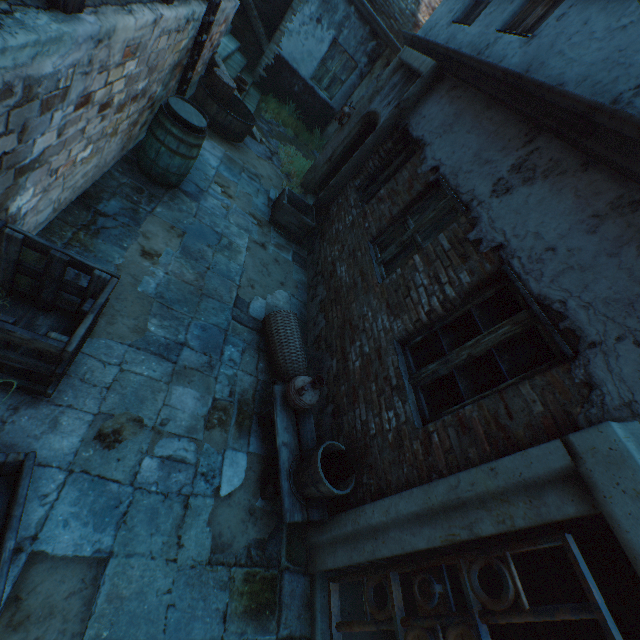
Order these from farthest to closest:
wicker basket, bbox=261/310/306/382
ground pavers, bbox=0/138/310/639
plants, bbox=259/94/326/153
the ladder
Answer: plants, bbox=259/94/326/153
the ladder
wicker basket, bbox=261/310/306/382
ground pavers, bbox=0/138/310/639

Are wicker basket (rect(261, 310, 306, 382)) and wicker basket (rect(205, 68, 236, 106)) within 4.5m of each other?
no

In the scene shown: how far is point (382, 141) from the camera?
6.09m

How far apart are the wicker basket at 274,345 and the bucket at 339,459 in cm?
103

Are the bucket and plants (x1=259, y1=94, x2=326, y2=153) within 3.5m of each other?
no

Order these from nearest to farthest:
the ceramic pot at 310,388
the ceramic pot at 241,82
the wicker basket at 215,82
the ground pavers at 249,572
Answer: the ground pavers at 249,572, the ceramic pot at 310,388, the wicker basket at 215,82, the ceramic pot at 241,82

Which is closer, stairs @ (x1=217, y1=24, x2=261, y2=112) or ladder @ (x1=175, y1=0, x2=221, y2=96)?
ladder @ (x1=175, y1=0, x2=221, y2=96)

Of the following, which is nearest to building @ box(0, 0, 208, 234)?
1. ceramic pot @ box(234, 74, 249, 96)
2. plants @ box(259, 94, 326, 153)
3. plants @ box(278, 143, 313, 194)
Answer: plants @ box(278, 143, 313, 194)
